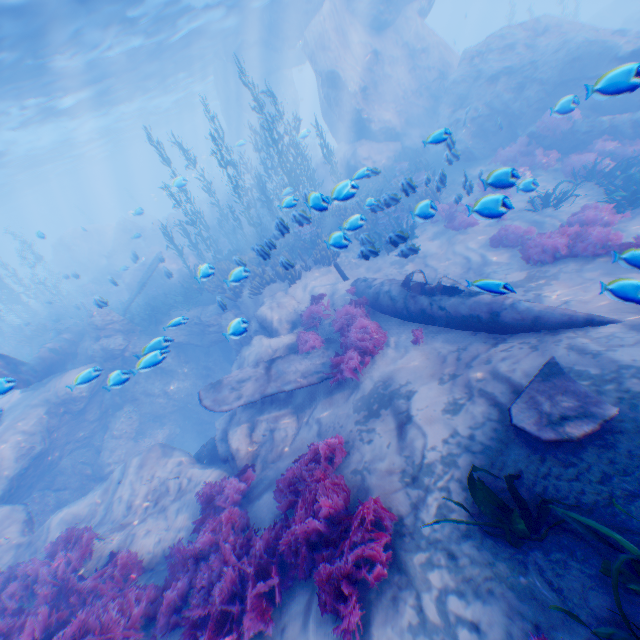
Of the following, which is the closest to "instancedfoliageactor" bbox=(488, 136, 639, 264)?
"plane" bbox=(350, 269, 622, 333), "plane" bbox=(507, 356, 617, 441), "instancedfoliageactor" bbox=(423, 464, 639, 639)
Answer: "plane" bbox=(350, 269, 622, 333)

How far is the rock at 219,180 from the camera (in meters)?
37.06

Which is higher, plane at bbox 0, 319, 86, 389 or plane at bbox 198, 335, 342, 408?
plane at bbox 0, 319, 86, 389

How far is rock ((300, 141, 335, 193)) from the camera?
23.1 meters

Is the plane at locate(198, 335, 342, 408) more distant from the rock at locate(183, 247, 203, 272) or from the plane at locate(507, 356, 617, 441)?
the plane at locate(507, 356, 617, 441)

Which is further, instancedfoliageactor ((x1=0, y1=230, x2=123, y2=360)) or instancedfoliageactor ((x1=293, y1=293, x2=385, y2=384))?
instancedfoliageactor ((x1=0, y1=230, x2=123, y2=360))

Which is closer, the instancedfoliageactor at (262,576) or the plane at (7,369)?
the instancedfoliageactor at (262,576)

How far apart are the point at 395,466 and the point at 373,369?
3.2m
